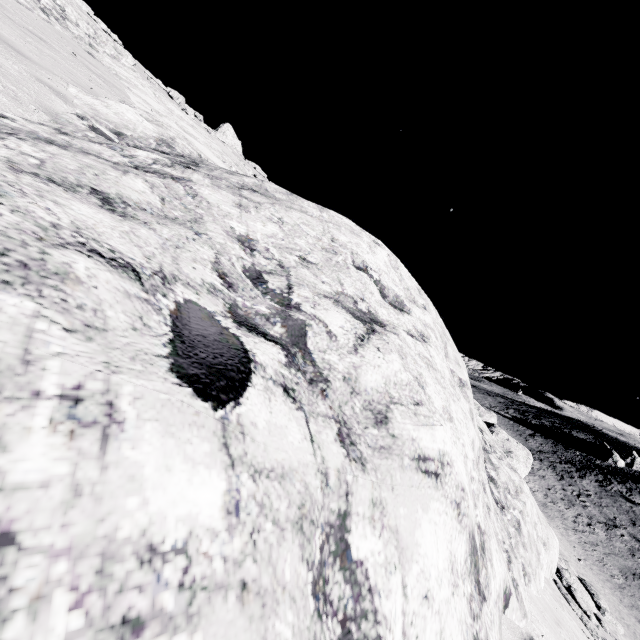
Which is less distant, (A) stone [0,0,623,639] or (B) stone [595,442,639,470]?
(A) stone [0,0,623,639]

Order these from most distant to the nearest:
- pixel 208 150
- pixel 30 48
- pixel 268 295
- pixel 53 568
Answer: pixel 208 150, pixel 30 48, pixel 268 295, pixel 53 568

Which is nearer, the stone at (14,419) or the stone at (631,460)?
the stone at (14,419)

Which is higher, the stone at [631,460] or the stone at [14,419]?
the stone at [14,419]

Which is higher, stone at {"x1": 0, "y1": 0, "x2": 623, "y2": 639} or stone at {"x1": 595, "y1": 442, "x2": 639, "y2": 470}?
stone at {"x1": 0, "y1": 0, "x2": 623, "y2": 639}
